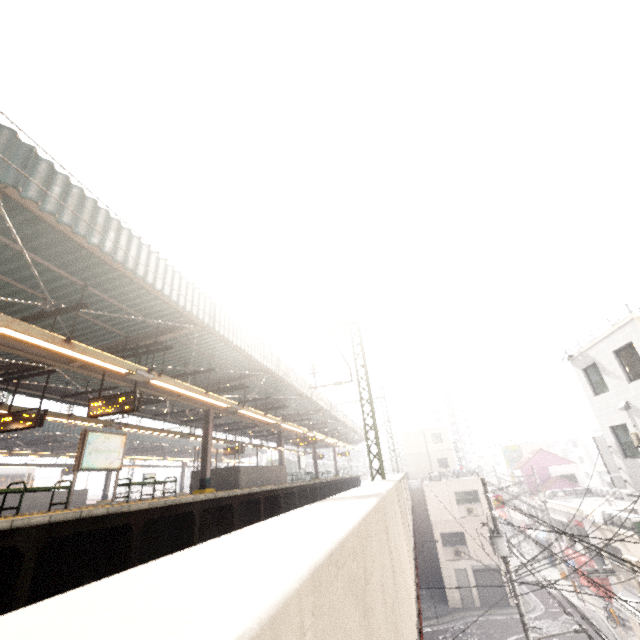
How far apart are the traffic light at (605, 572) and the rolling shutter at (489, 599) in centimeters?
1426cm

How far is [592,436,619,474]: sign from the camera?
15.80m

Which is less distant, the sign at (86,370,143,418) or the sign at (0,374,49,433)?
the sign at (86,370,143,418)

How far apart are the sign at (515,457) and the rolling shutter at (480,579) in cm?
2091

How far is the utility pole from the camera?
12.87m

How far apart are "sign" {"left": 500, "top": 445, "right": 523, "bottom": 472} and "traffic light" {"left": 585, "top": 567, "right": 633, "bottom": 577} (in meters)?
33.66

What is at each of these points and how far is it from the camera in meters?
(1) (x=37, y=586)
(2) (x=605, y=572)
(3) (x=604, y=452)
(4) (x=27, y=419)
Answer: (1) platform underside, 4.9 m
(2) traffic light, 14.1 m
(3) sign, 16.2 m
(4) sign, 9.1 m

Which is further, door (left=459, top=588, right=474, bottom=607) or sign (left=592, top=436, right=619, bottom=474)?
door (left=459, top=588, right=474, bottom=607)
